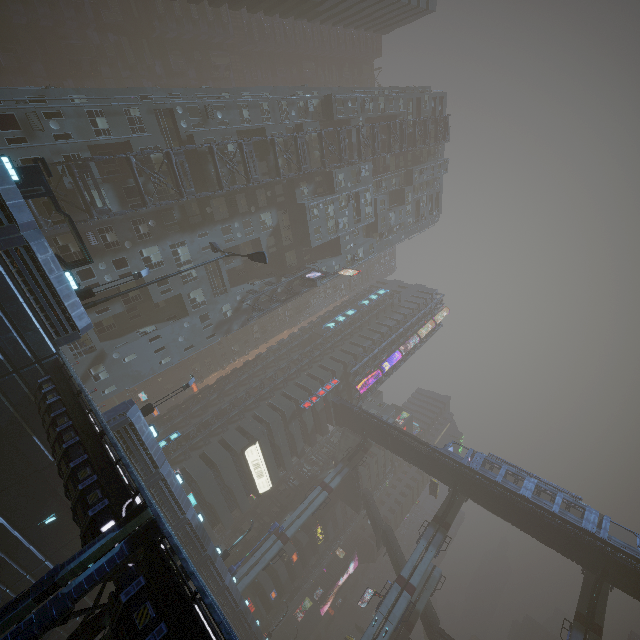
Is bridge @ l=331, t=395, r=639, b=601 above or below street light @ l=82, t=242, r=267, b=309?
above

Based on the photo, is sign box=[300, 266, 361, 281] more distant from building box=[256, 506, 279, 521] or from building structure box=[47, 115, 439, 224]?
building structure box=[47, 115, 439, 224]

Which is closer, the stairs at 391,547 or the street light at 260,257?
the street light at 260,257

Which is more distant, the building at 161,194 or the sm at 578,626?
the sm at 578,626

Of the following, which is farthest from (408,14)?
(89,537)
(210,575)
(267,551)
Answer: (267,551)

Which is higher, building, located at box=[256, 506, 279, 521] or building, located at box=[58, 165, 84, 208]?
building, located at box=[256, 506, 279, 521]

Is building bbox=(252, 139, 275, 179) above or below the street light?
above

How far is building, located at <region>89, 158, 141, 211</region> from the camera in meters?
27.8 m
